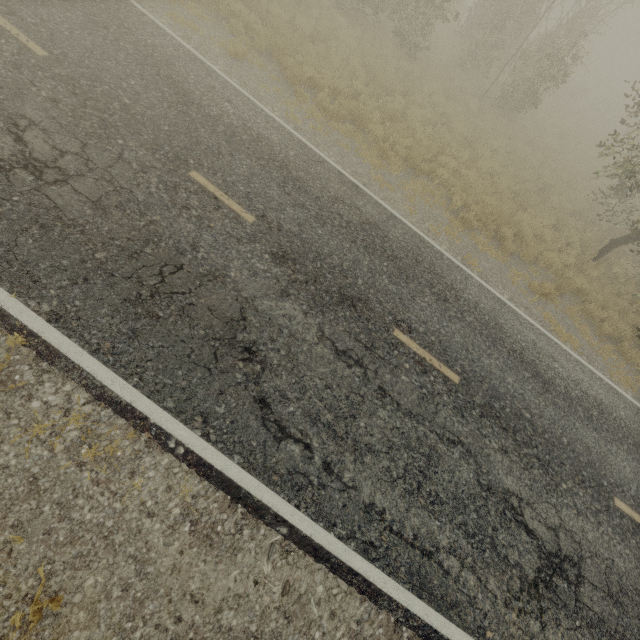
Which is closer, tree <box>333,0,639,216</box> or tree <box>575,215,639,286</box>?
tree <box>575,215,639,286</box>

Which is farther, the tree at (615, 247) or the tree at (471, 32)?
the tree at (471, 32)

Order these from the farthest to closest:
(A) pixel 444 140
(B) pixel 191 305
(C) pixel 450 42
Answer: (C) pixel 450 42 → (A) pixel 444 140 → (B) pixel 191 305
